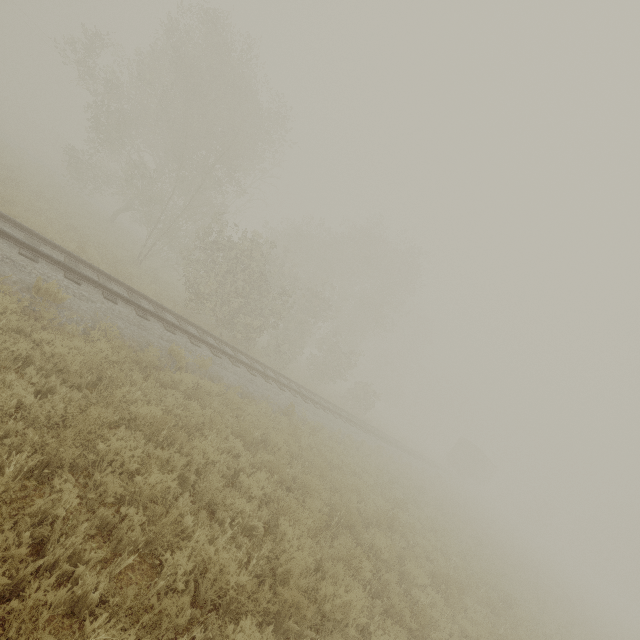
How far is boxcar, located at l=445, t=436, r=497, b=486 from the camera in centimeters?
4150cm

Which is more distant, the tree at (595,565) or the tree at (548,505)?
the tree at (595,565)

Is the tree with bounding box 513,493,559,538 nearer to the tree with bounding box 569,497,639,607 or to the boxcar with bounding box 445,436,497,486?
the boxcar with bounding box 445,436,497,486

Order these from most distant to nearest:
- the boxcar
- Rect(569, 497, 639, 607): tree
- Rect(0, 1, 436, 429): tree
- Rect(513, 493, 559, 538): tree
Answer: Rect(569, 497, 639, 607): tree
Rect(513, 493, 559, 538): tree
the boxcar
Rect(0, 1, 436, 429): tree

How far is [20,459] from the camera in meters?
3.6

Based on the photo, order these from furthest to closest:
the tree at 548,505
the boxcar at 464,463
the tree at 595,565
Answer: the tree at 595,565 < the tree at 548,505 < the boxcar at 464,463

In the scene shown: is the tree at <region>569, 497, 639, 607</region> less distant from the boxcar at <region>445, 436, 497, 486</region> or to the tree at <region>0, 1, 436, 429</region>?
the boxcar at <region>445, 436, 497, 486</region>

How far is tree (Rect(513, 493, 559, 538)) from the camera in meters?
50.5 m
